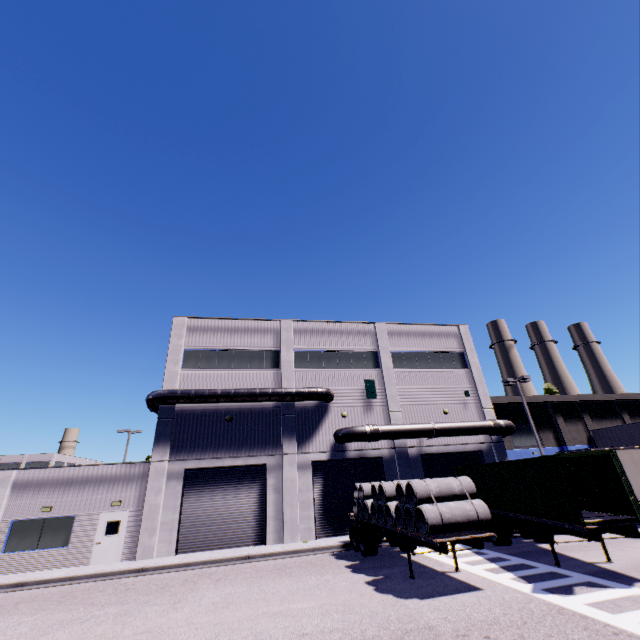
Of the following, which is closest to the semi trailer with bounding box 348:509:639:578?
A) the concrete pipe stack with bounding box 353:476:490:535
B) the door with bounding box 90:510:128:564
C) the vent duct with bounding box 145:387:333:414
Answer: the concrete pipe stack with bounding box 353:476:490:535

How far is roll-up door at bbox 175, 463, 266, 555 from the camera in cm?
1870

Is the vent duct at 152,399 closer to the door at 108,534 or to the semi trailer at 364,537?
the semi trailer at 364,537

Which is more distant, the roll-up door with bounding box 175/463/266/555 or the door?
the roll-up door with bounding box 175/463/266/555

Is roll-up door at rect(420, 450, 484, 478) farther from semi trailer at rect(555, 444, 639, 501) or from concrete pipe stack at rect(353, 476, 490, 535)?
concrete pipe stack at rect(353, 476, 490, 535)

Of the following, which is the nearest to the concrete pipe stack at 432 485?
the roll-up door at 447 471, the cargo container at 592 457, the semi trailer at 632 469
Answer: the semi trailer at 632 469

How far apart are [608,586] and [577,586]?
0.81m
